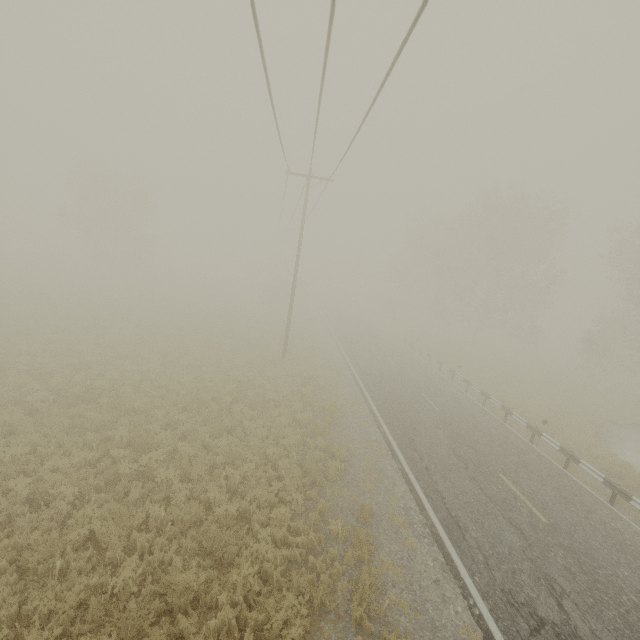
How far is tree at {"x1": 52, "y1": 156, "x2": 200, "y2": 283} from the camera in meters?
39.9 m

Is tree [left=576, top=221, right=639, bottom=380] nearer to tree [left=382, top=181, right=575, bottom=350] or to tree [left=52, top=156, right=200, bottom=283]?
tree [left=382, top=181, right=575, bottom=350]

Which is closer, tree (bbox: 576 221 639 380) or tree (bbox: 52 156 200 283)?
tree (bbox: 576 221 639 380)

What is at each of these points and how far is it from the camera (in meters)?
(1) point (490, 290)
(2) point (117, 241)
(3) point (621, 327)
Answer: (1) tree, 39.00
(2) tree, 43.62
(3) tree, 27.92

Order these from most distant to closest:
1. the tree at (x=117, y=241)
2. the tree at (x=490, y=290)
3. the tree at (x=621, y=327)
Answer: the tree at (x=117, y=241), the tree at (x=490, y=290), the tree at (x=621, y=327)

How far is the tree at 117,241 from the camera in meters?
39.9 m

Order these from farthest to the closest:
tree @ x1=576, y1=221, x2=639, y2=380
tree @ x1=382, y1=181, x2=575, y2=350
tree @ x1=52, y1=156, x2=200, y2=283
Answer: tree @ x1=52, y1=156, x2=200, y2=283
tree @ x1=382, y1=181, x2=575, y2=350
tree @ x1=576, y1=221, x2=639, y2=380
